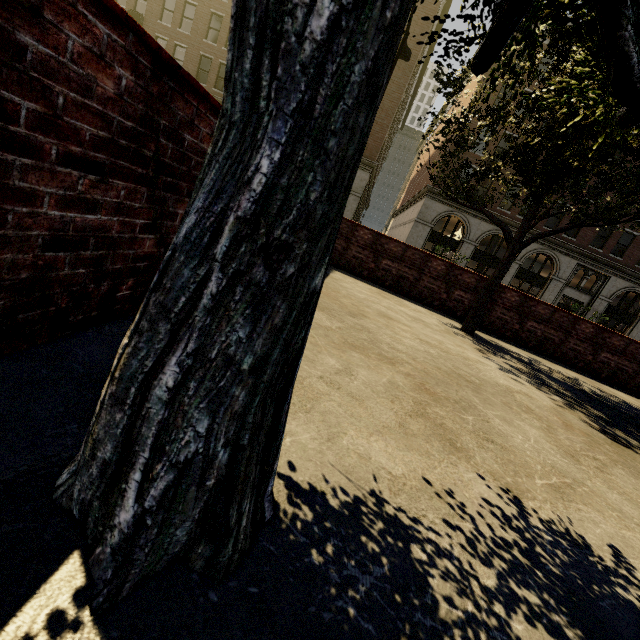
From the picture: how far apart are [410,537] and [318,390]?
0.9m

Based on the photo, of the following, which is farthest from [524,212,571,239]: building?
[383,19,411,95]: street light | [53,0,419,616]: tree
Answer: [383,19,411,95]: street light

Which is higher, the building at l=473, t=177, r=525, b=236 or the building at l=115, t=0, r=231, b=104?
the building at l=115, t=0, r=231, b=104

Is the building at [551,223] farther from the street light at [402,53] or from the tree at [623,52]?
the street light at [402,53]

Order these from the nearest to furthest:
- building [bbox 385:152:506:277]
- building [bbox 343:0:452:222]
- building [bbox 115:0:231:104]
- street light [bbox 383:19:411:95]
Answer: street light [bbox 383:19:411:95], building [bbox 343:0:452:222], building [bbox 115:0:231:104], building [bbox 385:152:506:277]
